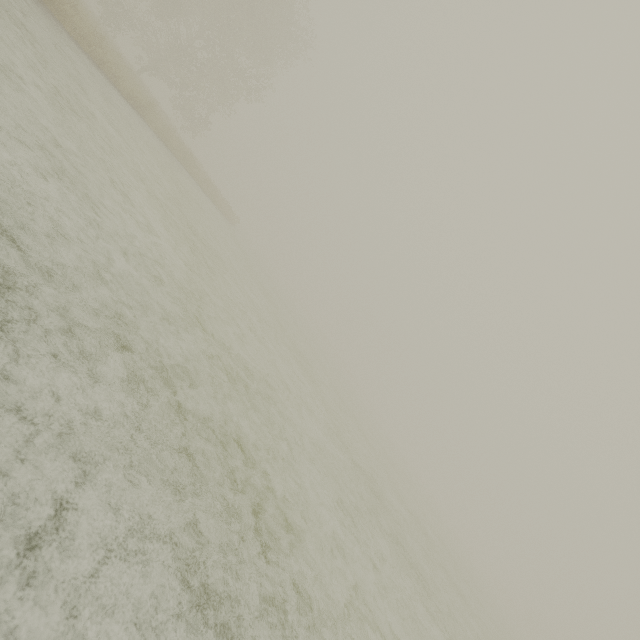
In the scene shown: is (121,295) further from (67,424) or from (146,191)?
(146,191)
